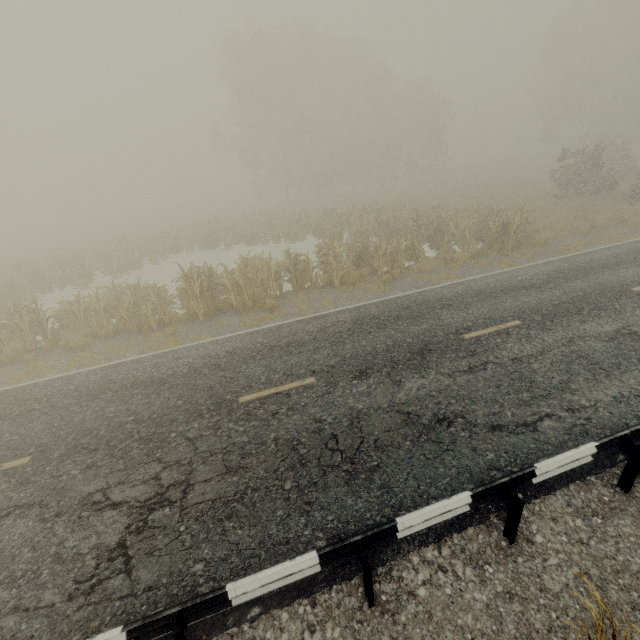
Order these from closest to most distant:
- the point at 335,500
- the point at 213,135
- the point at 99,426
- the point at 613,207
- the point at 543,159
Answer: the point at 335,500 < the point at 99,426 < the point at 613,207 < the point at 213,135 < the point at 543,159

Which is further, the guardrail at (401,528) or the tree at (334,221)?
the tree at (334,221)

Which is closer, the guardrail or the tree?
the guardrail
